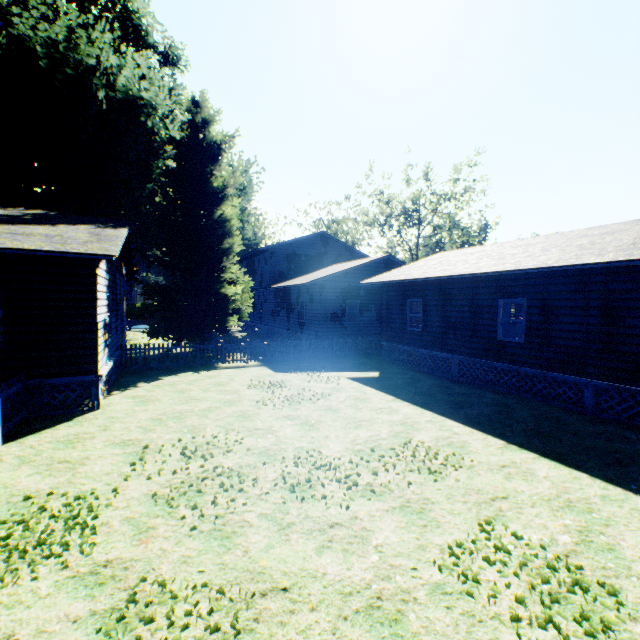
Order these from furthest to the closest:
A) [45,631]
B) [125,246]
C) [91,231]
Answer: [125,246], [91,231], [45,631]

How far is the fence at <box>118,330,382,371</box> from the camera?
14.9m

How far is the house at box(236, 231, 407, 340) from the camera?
20.91m

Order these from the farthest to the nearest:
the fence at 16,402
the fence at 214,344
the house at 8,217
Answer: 1. the fence at 214,344
2. the house at 8,217
3. the fence at 16,402

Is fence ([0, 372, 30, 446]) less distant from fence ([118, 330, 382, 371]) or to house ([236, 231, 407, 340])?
fence ([118, 330, 382, 371])

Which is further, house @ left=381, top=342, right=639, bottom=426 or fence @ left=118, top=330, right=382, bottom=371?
fence @ left=118, top=330, right=382, bottom=371

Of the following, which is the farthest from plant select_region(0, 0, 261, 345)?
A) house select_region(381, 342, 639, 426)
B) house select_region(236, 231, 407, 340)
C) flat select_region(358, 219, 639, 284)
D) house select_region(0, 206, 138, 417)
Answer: house select_region(381, 342, 639, 426)

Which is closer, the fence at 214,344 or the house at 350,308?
the fence at 214,344
